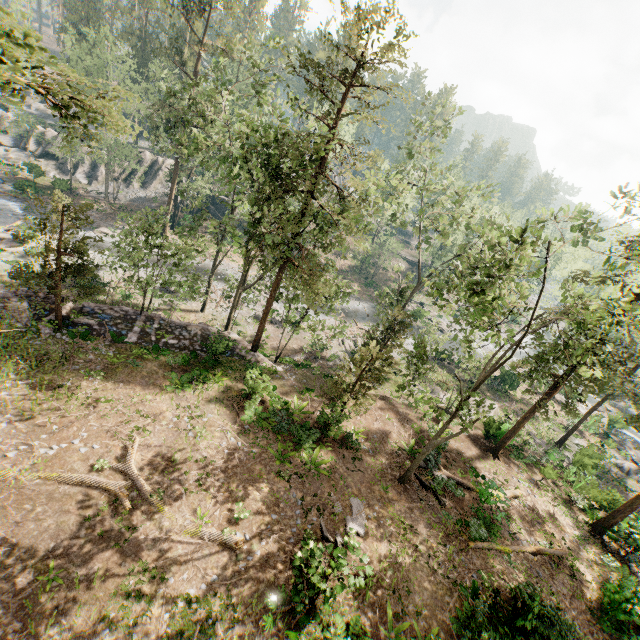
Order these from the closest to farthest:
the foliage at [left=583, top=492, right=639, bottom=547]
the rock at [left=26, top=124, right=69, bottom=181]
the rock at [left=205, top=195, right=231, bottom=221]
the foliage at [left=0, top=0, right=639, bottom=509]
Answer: the foliage at [left=0, top=0, right=639, bottom=509] → the foliage at [left=583, top=492, right=639, bottom=547] → the rock at [left=26, top=124, right=69, bottom=181] → the rock at [left=205, top=195, right=231, bottom=221]

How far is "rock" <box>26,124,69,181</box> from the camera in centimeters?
4236cm

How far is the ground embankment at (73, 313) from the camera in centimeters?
2027cm

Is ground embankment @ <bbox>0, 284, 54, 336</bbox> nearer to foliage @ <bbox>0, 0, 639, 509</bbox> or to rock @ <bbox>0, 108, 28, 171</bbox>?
foliage @ <bbox>0, 0, 639, 509</bbox>

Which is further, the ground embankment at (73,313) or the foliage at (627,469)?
the foliage at (627,469)

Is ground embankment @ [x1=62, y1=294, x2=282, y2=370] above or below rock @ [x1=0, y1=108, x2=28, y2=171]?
above

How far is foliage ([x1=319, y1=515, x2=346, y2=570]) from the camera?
11.45m

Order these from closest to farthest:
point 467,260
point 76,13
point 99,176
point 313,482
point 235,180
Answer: point 467,260, point 313,482, point 235,180, point 99,176, point 76,13
